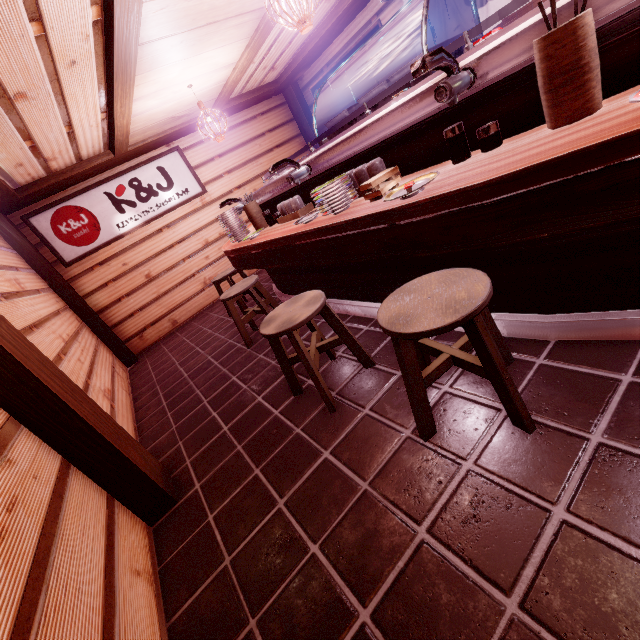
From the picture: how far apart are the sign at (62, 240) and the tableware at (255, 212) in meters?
5.5 m

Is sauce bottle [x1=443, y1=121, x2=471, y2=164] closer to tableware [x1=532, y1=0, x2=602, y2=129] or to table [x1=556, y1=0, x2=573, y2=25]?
table [x1=556, y1=0, x2=573, y2=25]

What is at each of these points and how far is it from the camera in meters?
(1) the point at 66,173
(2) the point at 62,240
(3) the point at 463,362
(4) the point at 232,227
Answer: (1) wood bar, 8.6
(2) sign, 9.4
(3) chair, 2.6
(4) dish, 6.7

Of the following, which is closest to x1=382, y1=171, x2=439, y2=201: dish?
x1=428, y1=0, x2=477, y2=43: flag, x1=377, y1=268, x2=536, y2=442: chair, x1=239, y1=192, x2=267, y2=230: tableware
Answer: x1=377, y1=268, x2=536, y2=442: chair

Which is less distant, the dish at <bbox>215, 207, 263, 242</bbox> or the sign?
the dish at <bbox>215, 207, 263, 242</bbox>

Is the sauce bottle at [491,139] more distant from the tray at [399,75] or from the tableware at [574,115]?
the tray at [399,75]

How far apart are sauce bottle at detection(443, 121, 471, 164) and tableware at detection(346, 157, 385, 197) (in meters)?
0.82

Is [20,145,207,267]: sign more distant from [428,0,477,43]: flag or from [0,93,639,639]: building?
[428,0,477,43]: flag
